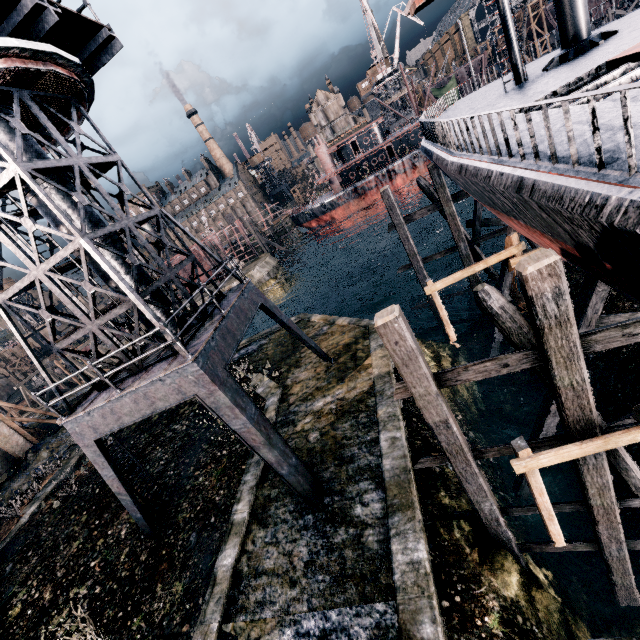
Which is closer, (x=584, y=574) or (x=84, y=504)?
(x=584, y=574)

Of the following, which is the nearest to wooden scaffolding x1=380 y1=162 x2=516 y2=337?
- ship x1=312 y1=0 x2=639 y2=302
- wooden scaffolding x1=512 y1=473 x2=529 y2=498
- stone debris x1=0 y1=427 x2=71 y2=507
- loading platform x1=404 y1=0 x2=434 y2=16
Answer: ship x1=312 y1=0 x2=639 y2=302

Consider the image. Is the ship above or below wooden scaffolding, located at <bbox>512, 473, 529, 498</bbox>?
above

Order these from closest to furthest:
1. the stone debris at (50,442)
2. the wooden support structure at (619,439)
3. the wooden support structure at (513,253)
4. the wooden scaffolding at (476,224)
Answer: the wooden support structure at (619,439)
the wooden support structure at (513,253)
the wooden scaffolding at (476,224)
the stone debris at (50,442)

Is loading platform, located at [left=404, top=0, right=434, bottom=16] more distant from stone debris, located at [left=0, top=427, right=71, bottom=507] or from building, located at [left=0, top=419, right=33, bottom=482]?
stone debris, located at [left=0, top=427, right=71, bottom=507]

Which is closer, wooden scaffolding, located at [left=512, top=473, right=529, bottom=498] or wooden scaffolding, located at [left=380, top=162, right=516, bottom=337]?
wooden scaffolding, located at [left=512, top=473, right=529, bottom=498]

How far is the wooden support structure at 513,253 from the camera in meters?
13.5

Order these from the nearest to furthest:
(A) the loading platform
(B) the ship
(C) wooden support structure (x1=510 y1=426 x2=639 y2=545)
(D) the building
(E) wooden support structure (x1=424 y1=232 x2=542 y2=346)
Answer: (B) the ship, (C) wooden support structure (x1=510 y1=426 x2=639 y2=545), (A) the loading platform, (E) wooden support structure (x1=424 y1=232 x2=542 y2=346), (D) the building
